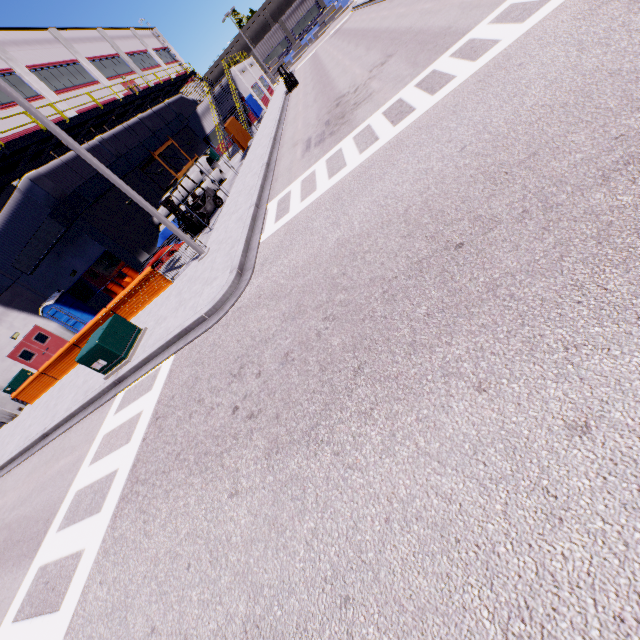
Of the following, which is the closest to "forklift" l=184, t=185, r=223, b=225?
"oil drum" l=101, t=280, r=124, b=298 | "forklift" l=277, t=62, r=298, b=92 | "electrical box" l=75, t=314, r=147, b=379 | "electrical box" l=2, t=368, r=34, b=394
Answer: "electrical box" l=75, t=314, r=147, b=379

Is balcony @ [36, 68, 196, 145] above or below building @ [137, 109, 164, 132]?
above

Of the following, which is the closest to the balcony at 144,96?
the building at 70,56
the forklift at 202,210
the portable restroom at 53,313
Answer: the building at 70,56

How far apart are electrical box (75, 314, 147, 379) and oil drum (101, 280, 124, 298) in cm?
1224

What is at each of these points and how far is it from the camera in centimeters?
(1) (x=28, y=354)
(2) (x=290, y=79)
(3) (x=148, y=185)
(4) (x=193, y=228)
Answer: (1) door, 2073cm
(2) forklift, 3083cm
(3) building, 2567cm
(4) forklift, 1639cm

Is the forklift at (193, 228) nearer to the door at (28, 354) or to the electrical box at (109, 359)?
the electrical box at (109, 359)

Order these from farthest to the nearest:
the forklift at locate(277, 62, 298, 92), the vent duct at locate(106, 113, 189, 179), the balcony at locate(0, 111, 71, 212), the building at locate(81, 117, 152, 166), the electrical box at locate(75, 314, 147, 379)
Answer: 1. the forklift at locate(277, 62, 298, 92)
2. the building at locate(81, 117, 152, 166)
3. the vent duct at locate(106, 113, 189, 179)
4. the balcony at locate(0, 111, 71, 212)
5. the electrical box at locate(75, 314, 147, 379)

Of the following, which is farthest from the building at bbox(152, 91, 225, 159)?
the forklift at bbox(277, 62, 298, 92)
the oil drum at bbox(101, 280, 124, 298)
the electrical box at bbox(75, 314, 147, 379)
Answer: the electrical box at bbox(75, 314, 147, 379)
